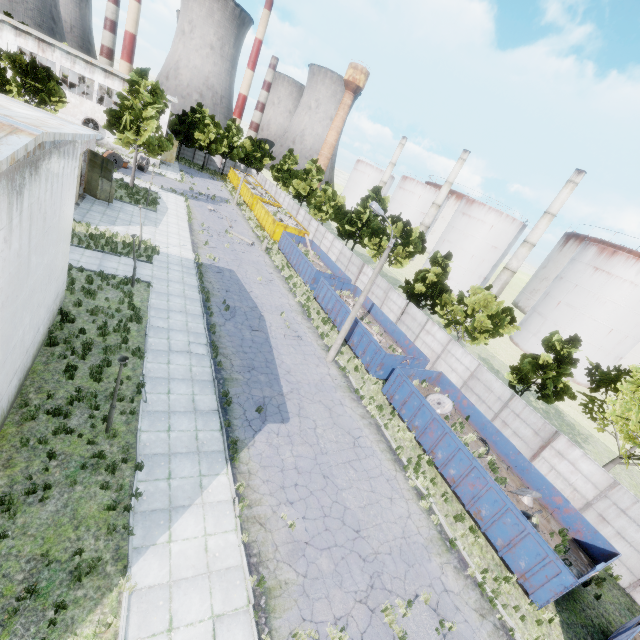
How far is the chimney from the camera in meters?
46.6 m

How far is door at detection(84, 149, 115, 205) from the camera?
27.53m

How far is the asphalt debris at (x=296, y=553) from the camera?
10.2m

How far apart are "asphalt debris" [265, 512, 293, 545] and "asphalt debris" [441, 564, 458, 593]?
5.3m

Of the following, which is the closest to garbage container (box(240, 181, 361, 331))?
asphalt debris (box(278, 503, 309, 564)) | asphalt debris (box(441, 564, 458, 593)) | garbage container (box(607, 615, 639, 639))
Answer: asphalt debris (box(278, 503, 309, 564))

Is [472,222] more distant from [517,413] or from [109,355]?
[109,355]

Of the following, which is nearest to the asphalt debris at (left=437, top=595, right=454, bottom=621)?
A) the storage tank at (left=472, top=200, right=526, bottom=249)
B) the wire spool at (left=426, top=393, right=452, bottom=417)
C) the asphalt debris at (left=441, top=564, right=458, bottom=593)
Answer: the asphalt debris at (left=441, top=564, right=458, bottom=593)

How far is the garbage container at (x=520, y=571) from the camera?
12.6m
